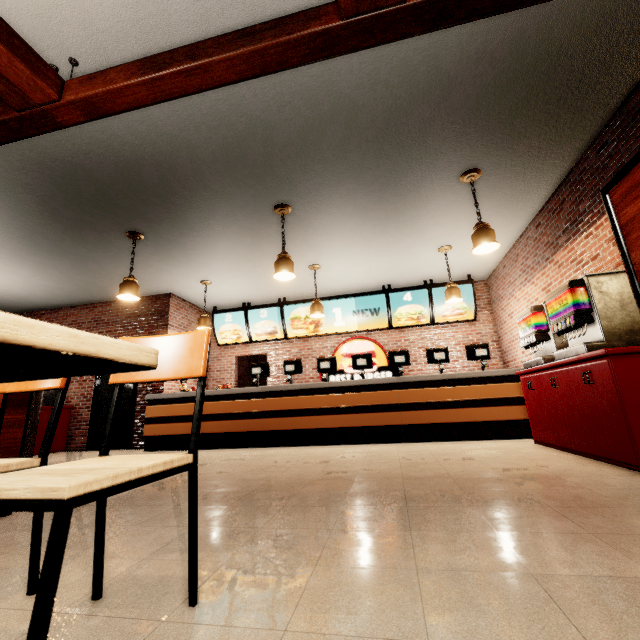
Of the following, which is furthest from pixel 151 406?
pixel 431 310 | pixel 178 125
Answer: pixel 431 310
